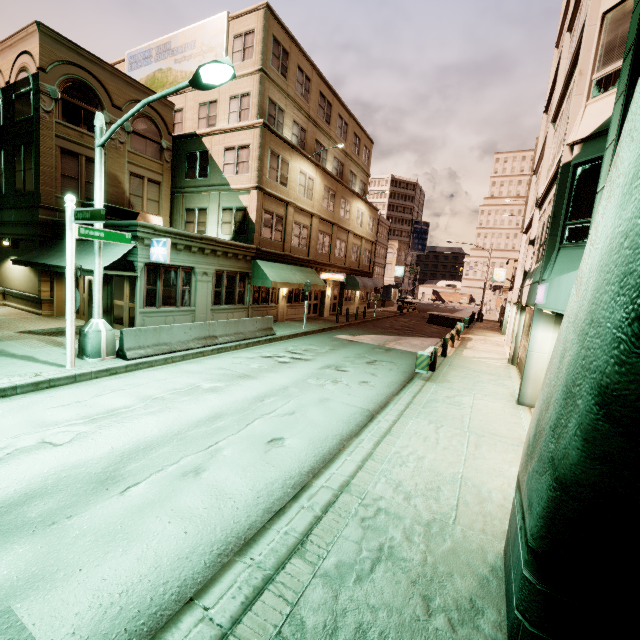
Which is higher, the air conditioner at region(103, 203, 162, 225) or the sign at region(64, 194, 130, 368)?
the air conditioner at region(103, 203, 162, 225)

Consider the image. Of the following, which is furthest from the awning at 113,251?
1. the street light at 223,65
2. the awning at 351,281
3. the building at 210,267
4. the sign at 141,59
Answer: the awning at 351,281

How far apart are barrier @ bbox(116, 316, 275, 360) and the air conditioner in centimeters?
782cm

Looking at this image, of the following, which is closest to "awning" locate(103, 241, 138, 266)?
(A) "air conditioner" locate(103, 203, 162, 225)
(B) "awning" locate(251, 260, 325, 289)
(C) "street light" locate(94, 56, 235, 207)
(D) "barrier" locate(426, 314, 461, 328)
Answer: (A) "air conditioner" locate(103, 203, 162, 225)

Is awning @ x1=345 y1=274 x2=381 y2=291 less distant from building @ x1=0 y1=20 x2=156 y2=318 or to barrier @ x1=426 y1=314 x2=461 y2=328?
building @ x1=0 y1=20 x2=156 y2=318

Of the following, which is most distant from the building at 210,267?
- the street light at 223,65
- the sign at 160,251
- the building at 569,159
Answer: the building at 569,159

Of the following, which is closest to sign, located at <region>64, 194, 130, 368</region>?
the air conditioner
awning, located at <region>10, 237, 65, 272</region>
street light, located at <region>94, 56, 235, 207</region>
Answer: street light, located at <region>94, 56, 235, 207</region>

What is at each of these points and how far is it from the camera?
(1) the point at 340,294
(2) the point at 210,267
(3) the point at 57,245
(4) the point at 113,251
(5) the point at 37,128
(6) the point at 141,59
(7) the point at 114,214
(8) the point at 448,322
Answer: (1) building, 31.7m
(2) building, 16.4m
(3) awning, 15.2m
(4) awning, 12.9m
(5) building, 15.2m
(6) sign, 23.8m
(7) air conditioner, 16.2m
(8) barrier, 31.0m
